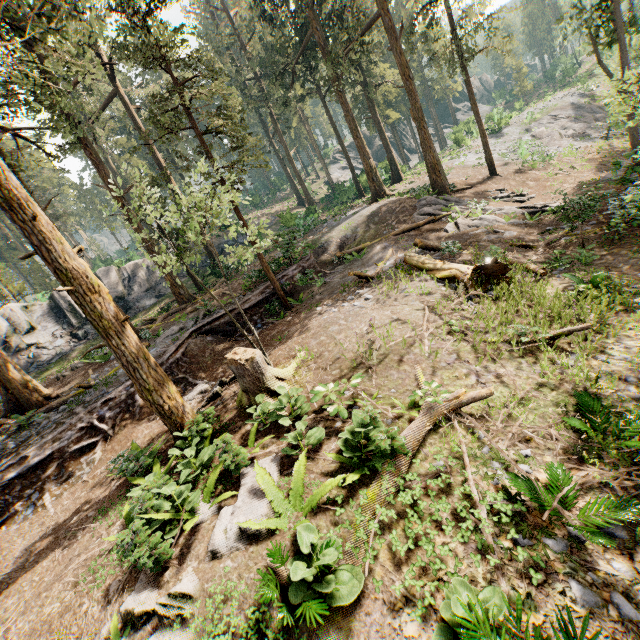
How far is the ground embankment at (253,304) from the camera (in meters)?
16.78

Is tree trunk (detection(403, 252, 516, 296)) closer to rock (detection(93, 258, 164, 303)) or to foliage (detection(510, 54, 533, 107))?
foliage (detection(510, 54, 533, 107))

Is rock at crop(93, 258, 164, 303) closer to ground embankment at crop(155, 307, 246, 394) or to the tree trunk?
ground embankment at crop(155, 307, 246, 394)

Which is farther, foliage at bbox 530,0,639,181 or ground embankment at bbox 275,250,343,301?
ground embankment at bbox 275,250,343,301

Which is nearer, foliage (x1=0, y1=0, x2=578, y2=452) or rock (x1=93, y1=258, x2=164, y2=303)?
foliage (x1=0, y1=0, x2=578, y2=452)

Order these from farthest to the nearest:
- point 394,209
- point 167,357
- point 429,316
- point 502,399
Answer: point 394,209
point 167,357
point 429,316
point 502,399

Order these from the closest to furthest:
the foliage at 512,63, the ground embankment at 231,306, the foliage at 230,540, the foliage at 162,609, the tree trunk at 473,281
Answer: the foliage at 162,609 < the foliage at 230,540 < the tree trunk at 473,281 < the ground embankment at 231,306 < the foliage at 512,63

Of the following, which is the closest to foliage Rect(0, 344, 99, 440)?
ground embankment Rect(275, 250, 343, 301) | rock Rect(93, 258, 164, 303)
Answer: ground embankment Rect(275, 250, 343, 301)
